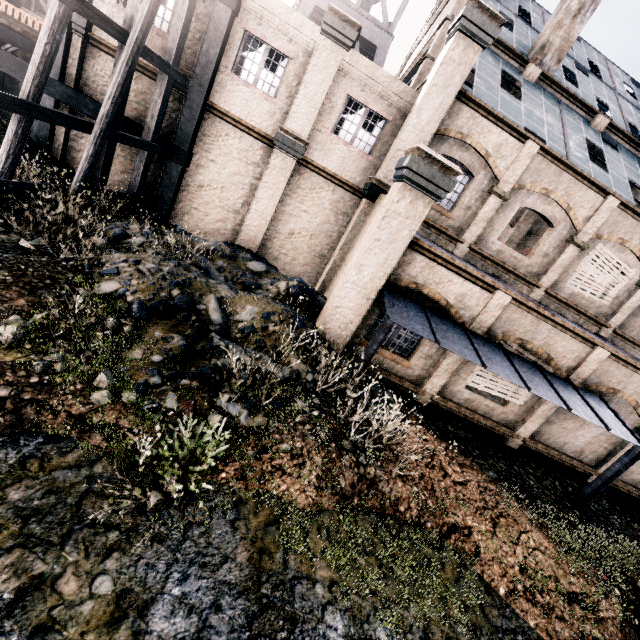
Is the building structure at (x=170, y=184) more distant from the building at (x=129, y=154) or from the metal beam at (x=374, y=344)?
the metal beam at (x=374, y=344)

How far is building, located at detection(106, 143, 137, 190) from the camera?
14.5 meters

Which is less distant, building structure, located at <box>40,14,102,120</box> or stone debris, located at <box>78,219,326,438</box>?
stone debris, located at <box>78,219,326,438</box>

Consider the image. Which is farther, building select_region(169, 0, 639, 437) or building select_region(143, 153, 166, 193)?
building select_region(143, 153, 166, 193)

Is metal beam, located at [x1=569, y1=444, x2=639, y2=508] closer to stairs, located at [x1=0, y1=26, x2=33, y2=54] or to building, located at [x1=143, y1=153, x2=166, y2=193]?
building, located at [x1=143, y1=153, x2=166, y2=193]

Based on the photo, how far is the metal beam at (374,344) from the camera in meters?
8.6 m

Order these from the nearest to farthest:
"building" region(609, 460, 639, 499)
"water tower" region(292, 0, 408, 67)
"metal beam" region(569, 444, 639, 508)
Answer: "metal beam" region(569, 444, 639, 508) → "building" region(609, 460, 639, 499) → "water tower" region(292, 0, 408, 67)

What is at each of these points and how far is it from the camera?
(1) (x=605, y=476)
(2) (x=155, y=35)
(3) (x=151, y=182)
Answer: (1) metal beam, 10.6 meters
(2) building, 12.8 meters
(3) building, 14.7 meters
